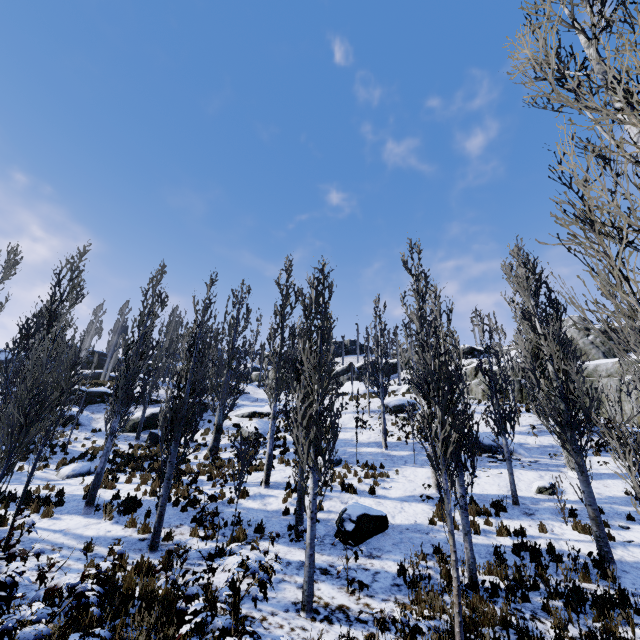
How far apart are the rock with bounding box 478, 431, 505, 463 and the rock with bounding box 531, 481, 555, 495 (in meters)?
2.30

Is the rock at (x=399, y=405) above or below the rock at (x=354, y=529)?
above

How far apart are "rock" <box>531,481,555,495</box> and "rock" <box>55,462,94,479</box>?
20.5 meters

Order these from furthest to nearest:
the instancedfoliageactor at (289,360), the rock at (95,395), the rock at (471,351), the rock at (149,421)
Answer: the rock at (471,351) → the rock at (95,395) → the rock at (149,421) → the instancedfoliageactor at (289,360)

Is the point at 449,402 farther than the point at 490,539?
No

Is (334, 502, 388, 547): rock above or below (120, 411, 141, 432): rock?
below

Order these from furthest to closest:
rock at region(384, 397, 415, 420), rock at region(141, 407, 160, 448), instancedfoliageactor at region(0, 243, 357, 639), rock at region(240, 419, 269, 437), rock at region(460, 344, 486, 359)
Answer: rock at region(460, 344, 486, 359) < rock at region(384, 397, 415, 420) < rock at region(240, 419, 269, 437) < rock at region(141, 407, 160, 448) < instancedfoliageactor at region(0, 243, 357, 639)

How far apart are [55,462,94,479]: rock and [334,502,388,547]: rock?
13.1m
